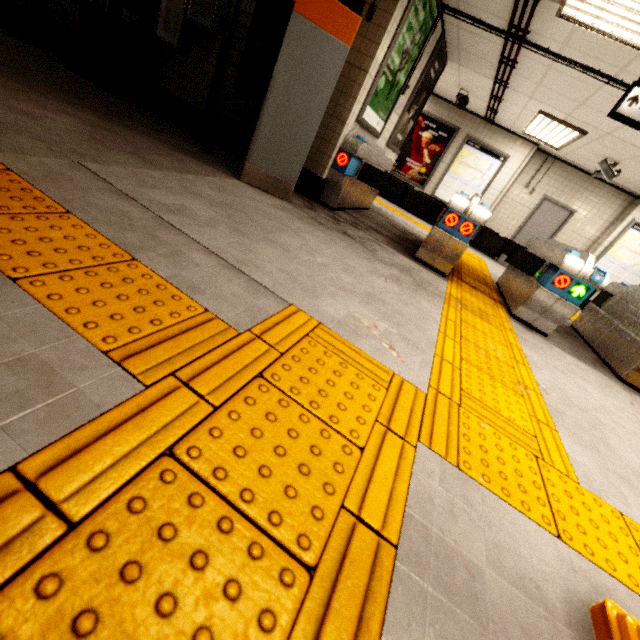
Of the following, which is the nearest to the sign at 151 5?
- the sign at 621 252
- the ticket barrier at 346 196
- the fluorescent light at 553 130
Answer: the ticket barrier at 346 196

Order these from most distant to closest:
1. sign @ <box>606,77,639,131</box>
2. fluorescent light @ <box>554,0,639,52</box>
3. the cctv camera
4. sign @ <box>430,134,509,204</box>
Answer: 1. sign @ <box>430,134,509,204</box>
2. the cctv camera
3. sign @ <box>606,77,639,131</box>
4. fluorescent light @ <box>554,0,639,52</box>

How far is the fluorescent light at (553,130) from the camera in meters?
6.2 m

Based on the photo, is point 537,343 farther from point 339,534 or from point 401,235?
point 339,534

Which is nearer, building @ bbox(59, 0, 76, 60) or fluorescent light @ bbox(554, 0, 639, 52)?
fluorescent light @ bbox(554, 0, 639, 52)

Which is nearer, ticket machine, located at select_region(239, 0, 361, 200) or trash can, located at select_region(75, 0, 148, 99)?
ticket machine, located at select_region(239, 0, 361, 200)

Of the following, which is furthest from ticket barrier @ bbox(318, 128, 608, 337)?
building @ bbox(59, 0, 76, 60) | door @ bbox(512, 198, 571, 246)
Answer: building @ bbox(59, 0, 76, 60)

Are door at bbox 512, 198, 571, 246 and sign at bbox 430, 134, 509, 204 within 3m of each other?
yes
